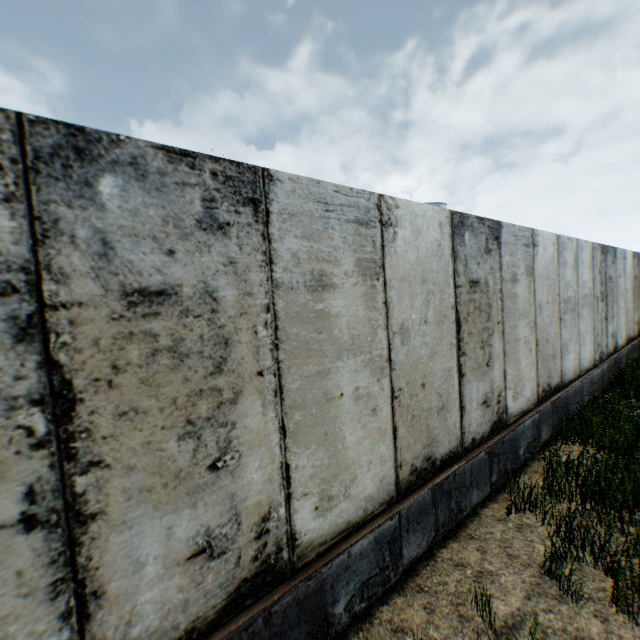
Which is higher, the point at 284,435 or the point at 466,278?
the point at 466,278
